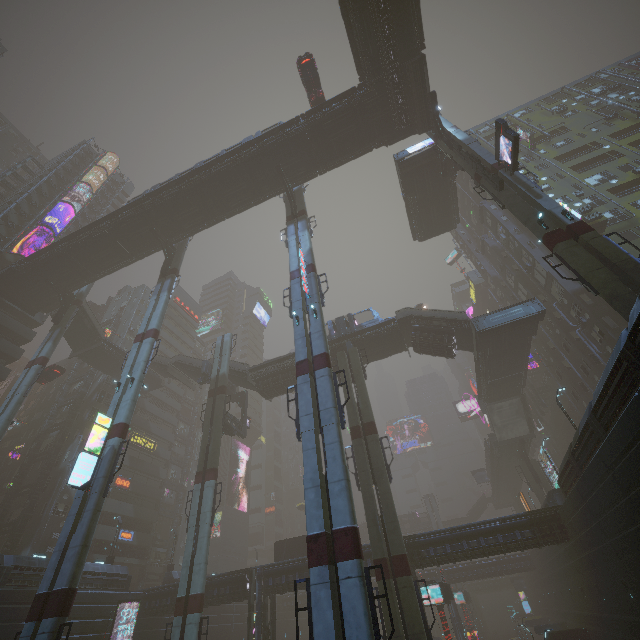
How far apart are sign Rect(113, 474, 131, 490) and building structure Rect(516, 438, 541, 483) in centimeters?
5433cm

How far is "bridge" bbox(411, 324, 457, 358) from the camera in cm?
3148

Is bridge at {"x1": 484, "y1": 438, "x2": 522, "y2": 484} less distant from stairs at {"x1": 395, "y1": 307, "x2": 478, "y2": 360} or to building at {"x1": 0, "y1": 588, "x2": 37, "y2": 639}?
building at {"x1": 0, "y1": 588, "x2": 37, "y2": 639}

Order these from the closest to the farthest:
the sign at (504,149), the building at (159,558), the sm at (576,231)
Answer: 1. the sm at (576,231)
2. the sign at (504,149)
3. the building at (159,558)

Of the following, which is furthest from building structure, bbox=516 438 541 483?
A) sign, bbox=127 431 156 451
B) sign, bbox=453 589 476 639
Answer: sign, bbox=127 431 156 451

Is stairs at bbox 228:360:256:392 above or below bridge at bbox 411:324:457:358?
above

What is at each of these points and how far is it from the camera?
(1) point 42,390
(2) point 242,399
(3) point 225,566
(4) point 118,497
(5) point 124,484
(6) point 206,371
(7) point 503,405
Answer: (1) building, 54.1m
(2) building structure, 42.0m
(3) building, 59.1m
(4) building, 43.7m
(5) sign, 44.8m
(6) building structure, 39.4m
(7) stairs, 42.9m

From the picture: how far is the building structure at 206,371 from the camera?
39.12m
